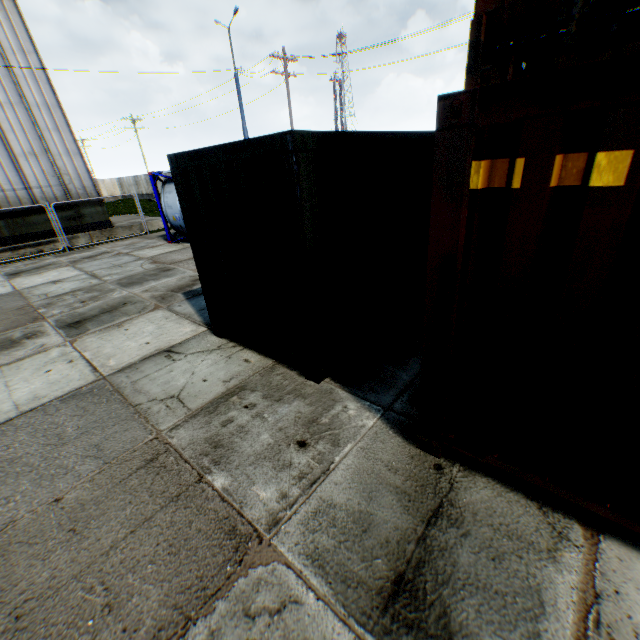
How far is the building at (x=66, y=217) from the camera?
16.5 meters

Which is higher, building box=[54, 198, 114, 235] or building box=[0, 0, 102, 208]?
building box=[0, 0, 102, 208]

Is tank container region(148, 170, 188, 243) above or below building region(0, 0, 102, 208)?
below

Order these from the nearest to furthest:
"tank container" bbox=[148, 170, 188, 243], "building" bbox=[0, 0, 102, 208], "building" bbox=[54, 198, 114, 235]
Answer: "tank container" bbox=[148, 170, 188, 243]
"building" bbox=[0, 0, 102, 208]
"building" bbox=[54, 198, 114, 235]

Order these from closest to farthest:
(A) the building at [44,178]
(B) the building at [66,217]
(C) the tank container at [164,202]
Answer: (C) the tank container at [164,202], (A) the building at [44,178], (B) the building at [66,217]

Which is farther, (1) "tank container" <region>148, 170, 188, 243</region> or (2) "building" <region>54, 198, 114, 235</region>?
(2) "building" <region>54, 198, 114, 235</region>

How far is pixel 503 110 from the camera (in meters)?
1.81
